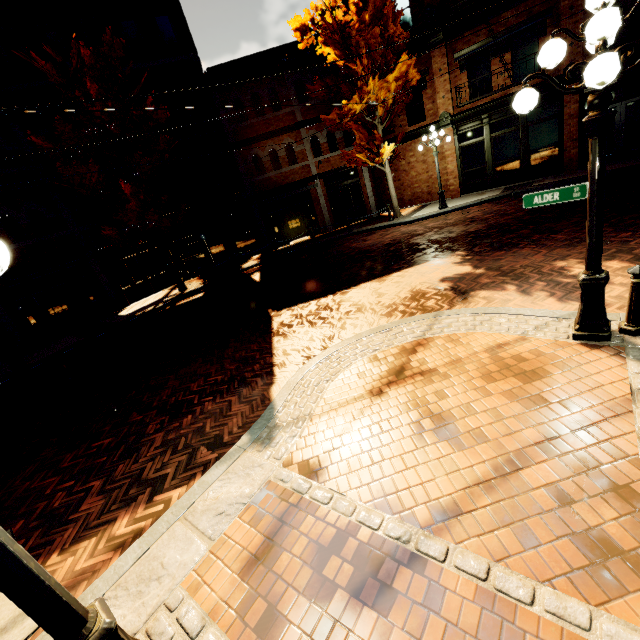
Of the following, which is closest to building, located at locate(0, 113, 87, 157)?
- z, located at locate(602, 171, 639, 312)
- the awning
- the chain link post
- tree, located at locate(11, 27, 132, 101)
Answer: the awning

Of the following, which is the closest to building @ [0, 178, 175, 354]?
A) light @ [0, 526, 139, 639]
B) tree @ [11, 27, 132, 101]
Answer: tree @ [11, 27, 132, 101]

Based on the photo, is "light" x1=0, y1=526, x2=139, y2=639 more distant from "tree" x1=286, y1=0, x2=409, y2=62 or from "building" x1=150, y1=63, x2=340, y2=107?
"building" x1=150, y1=63, x2=340, y2=107

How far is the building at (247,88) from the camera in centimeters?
1669cm

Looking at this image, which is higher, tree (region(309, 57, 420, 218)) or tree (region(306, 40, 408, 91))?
tree (region(306, 40, 408, 91))

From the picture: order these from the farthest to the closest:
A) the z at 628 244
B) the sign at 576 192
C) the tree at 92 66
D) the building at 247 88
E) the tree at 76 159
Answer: the building at 247 88 < the tree at 76 159 < the tree at 92 66 < the z at 628 244 < the sign at 576 192

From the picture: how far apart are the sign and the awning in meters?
13.5 m

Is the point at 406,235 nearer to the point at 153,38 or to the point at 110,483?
the point at 110,483
